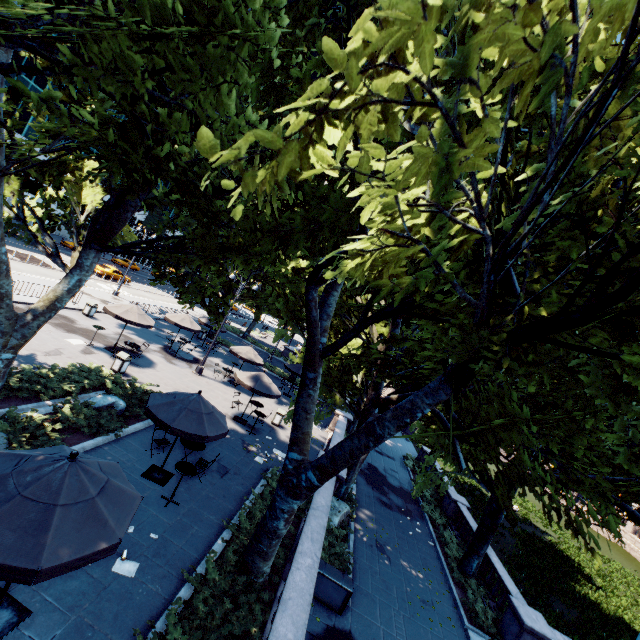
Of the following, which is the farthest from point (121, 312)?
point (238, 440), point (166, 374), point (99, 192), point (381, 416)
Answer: point (381, 416)

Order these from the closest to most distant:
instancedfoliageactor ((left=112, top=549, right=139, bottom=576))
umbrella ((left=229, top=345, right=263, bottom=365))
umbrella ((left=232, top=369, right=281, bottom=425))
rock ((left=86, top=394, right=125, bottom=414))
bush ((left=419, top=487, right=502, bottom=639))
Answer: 1. instancedfoliageactor ((left=112, top=549, right=139, bottom=576))
2. rock ((left=86, top=394, right=125, bottom=414))
3. bush ((left=419, top=487, right=502, bottom=639))
4. umbrella ((left=232, top=369, right=281, bottom=425))
5. umbrella ((left=229, top=345, right=263, bottom=365))

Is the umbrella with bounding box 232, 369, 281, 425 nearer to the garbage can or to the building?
the garbage can

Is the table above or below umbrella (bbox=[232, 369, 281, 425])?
below

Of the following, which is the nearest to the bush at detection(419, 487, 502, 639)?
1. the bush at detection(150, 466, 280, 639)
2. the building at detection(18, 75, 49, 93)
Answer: the bush at detection(150, 466, 280, 639)

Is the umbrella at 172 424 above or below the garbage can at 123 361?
above

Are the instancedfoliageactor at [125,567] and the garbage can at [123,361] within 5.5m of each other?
no

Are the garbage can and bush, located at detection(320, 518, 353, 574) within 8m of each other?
no
